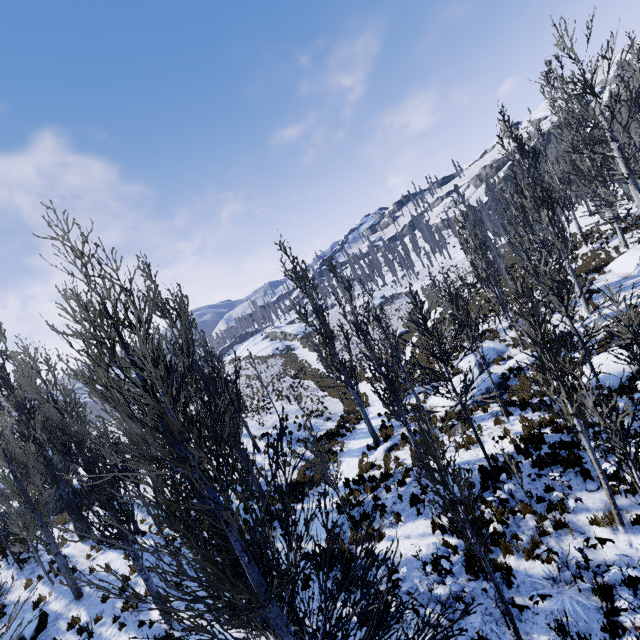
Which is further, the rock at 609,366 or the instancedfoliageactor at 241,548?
the rock at 609,366

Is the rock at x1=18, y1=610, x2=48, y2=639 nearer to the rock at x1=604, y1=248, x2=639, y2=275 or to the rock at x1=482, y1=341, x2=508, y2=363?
the rock at x1=482, y1=341, x2=508, y2=363

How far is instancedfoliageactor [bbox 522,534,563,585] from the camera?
6.3m

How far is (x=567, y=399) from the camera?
6.3m

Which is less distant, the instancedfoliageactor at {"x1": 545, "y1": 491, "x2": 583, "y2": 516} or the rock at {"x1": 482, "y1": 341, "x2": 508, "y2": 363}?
the instancedfoliageactor at {"x1": 545, "y1": 491, "x2": 583, "y2": 516}

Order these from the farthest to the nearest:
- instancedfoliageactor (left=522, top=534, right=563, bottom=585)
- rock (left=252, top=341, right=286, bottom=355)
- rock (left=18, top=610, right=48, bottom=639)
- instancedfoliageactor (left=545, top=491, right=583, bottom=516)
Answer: rock (left=252, top=341, right=286, bottom=355) < rock (left=18, top=610, right=48, bottom=639) < instancedfoliageactor (left=545, top=491, right=583, bottom=516) < instancedfoliageactor (left=522, top=534, right=563, bottom=585)

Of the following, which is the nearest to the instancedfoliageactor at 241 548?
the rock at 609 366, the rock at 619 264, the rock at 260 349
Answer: the rock at 619 264

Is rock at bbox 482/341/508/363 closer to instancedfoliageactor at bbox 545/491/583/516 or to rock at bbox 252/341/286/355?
instancedfoliageactor at bbox 545/491/583/516
